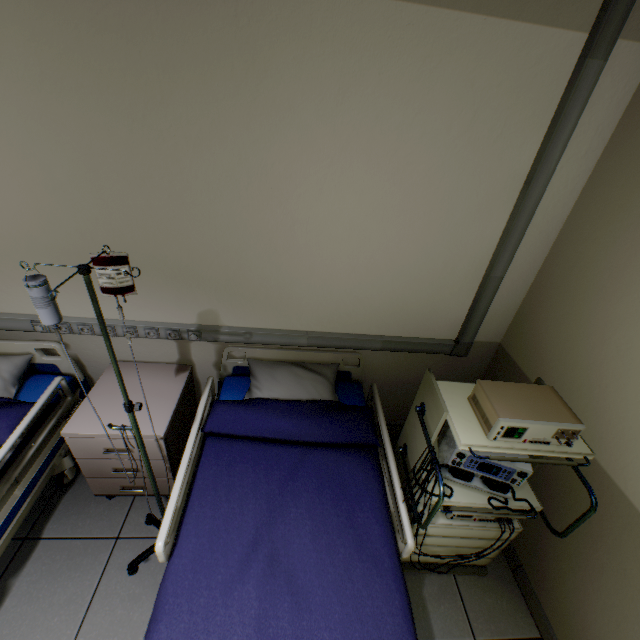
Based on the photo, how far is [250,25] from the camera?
1.26m

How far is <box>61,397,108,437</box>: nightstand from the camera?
1.7 meters

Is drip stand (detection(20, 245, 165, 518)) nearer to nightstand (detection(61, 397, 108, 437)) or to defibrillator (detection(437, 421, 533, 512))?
nightstand (detection(61, 397, 108, 437))

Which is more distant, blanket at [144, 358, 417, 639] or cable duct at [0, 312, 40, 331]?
cable duct at [0, 312, 40, 331]

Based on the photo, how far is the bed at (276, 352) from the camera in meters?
1.5 m

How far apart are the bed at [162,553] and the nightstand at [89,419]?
0.15m

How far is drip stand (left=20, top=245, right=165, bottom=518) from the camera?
0.91m

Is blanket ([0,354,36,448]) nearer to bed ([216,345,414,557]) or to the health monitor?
bed ([216,345,414,557])
